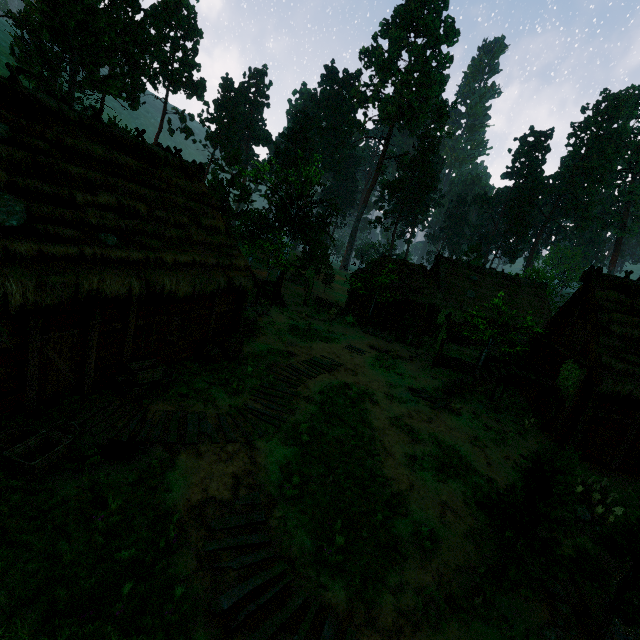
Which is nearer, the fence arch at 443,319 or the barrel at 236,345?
the barrel at 236,345

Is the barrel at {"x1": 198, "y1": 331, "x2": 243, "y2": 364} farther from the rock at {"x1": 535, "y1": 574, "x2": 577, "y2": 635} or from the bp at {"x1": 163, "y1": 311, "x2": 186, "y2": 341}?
the rock at {"x1": 535, "y1": 574, "x2": 577, "y2": 635}

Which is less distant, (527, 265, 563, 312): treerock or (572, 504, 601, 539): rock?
(572, 504, 601, 539): rock

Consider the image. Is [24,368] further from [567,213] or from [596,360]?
[567,213]

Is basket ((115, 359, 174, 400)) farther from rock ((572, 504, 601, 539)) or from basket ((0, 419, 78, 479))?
rock ((572, 504, 601, 539))

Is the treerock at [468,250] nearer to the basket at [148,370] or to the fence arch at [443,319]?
the fence arch at [443,319]

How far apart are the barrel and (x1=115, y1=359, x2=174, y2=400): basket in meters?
1.9 m

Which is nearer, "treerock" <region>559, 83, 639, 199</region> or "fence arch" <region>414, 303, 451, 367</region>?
"fence arch" <region>414, 303, 451, 367</region>
